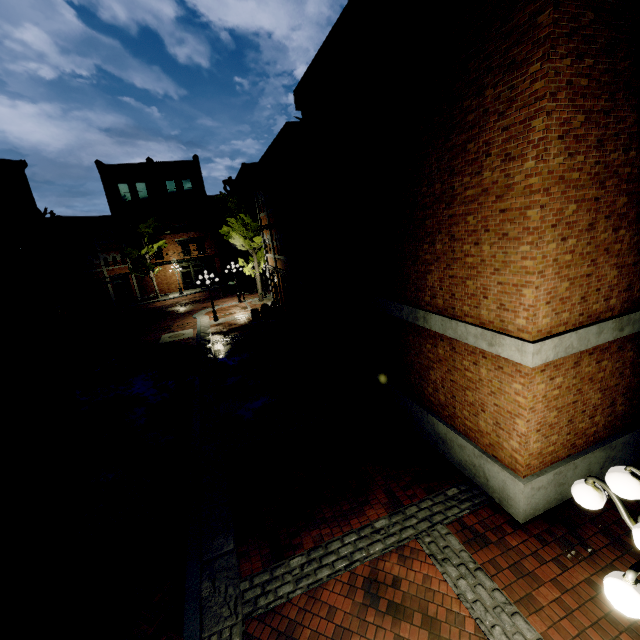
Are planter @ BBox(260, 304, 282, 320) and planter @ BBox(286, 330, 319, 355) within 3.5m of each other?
no

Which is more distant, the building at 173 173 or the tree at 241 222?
the building at 173 173

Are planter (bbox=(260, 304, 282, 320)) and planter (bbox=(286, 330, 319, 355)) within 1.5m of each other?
no

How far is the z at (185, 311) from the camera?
23.63m

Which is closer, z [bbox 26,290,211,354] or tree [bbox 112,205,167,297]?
z [bbox 26,290,211,354]

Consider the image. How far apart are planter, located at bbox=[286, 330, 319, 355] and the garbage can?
0.1 meters

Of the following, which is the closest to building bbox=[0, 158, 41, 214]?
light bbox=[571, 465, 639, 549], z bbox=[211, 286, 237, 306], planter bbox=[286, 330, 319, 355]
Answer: z bbox=[211, 286, 237, 306]

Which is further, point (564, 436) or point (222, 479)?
point (222, 479)
